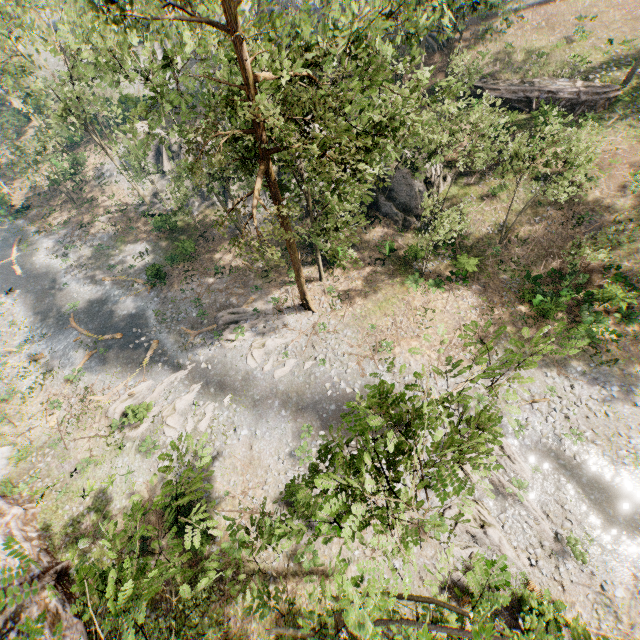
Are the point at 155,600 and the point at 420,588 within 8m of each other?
no

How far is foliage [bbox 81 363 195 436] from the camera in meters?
22.9 m

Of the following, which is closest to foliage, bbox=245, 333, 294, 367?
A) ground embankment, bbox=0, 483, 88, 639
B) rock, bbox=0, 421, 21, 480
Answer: ground embankment, bbox=0, 483, 88, 639

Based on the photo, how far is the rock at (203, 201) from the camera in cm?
3545

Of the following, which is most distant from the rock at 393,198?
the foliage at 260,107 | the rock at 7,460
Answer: the rock at 7,460

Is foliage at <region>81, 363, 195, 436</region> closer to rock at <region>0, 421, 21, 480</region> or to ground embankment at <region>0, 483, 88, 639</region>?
ground embankment at <region>0, 483, 88, 639</region>

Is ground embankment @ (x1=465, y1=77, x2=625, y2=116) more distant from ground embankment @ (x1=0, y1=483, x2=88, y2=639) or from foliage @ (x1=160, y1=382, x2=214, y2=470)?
ground embankment @ (x1=0, y1=483, x2=88, y2=639)

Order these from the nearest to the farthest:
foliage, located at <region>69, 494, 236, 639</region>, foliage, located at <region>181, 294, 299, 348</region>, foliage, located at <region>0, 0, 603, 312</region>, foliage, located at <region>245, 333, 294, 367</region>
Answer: foliage, located at <region>69, 494, 236, 639</region> < foliage, located at <region>0, 0, 603, 312</region> < foliage, located at <region>245, 333, 294, 367</region> < foliage, located at <region>181, 294, 299, 348</region>
